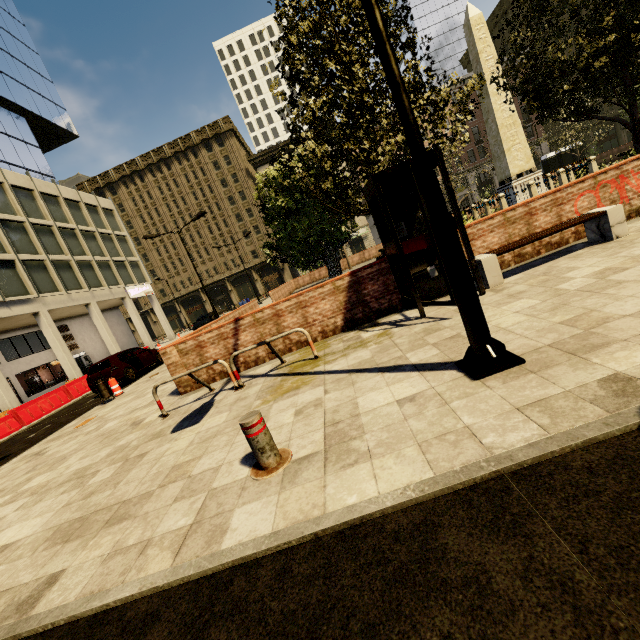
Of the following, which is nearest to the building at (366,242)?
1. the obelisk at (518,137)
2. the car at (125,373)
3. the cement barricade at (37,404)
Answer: the cement barricade at (37,404)

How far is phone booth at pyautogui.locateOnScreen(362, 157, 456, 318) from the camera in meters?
5.2 m

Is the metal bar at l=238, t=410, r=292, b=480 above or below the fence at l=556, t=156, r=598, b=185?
below

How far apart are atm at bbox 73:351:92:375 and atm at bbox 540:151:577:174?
50.25m

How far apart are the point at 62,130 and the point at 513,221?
46.4m

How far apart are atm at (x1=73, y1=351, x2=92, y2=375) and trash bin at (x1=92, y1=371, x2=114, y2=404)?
22.12m

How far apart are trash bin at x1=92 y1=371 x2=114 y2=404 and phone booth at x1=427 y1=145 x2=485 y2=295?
10.5m

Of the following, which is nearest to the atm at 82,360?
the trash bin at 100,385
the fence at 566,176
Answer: the trash bin at 100,385
